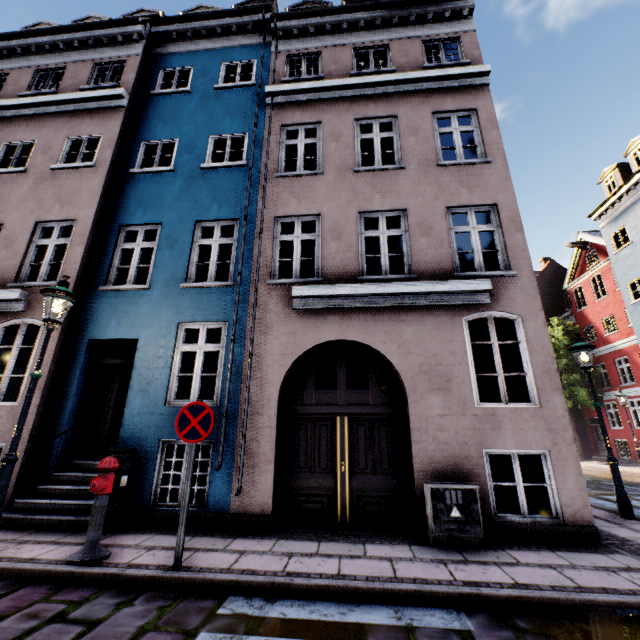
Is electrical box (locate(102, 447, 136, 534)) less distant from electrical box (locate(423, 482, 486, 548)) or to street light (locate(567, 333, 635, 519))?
electrical box (locate(423, 482, 486, 548))

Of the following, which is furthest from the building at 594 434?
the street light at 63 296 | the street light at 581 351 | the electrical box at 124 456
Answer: the street light at 581 351

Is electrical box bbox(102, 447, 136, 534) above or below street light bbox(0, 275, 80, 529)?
below

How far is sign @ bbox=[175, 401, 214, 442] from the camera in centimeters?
427cm

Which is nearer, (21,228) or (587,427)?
(21,228)

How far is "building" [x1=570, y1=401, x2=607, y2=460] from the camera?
23.09m

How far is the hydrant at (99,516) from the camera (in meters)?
4.04

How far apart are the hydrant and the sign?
1.1m
